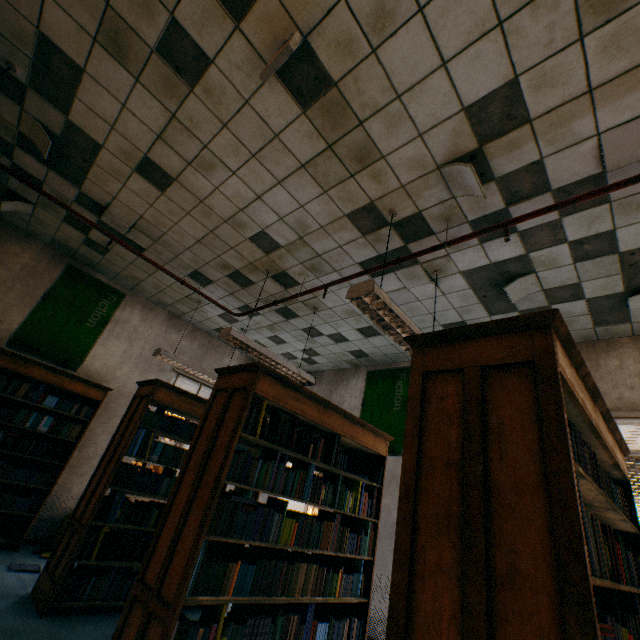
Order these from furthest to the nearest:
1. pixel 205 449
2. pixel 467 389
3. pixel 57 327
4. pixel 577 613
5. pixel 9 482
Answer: pixel 57 327 < pixel 9 482 < pixel 205 449 < pixel 467 389 < pixel 577 613

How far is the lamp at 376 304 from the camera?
2.49m

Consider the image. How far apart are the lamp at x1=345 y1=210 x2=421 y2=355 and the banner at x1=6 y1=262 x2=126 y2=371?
5.0 meters

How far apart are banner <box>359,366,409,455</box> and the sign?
4.9m

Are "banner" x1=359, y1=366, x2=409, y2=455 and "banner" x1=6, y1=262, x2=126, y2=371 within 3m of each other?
no

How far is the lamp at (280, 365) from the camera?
3.8m

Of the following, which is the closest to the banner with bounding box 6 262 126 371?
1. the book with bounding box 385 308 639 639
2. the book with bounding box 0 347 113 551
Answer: the book with bounding box 0 347 113 551

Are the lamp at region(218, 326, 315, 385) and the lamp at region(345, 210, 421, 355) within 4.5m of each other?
yes
